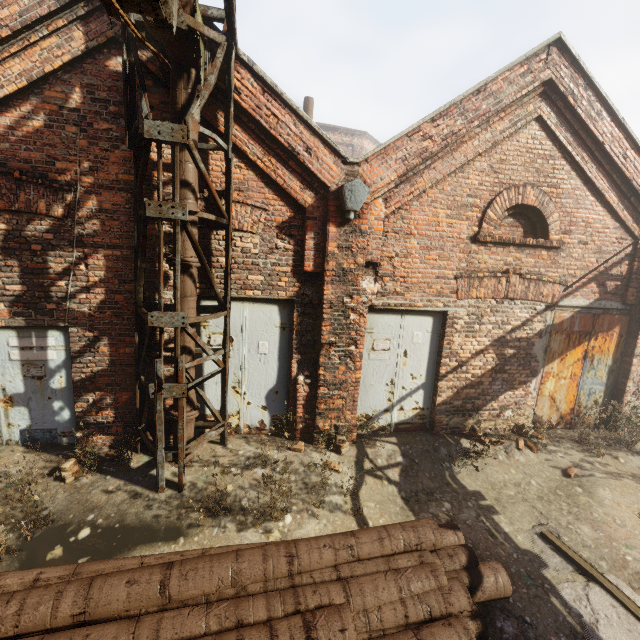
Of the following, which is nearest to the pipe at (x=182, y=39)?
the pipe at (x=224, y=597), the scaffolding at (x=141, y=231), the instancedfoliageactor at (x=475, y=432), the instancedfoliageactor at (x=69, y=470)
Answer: the scaffolding at (x=141, y=231)

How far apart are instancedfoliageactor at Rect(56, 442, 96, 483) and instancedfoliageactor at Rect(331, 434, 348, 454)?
3.7m

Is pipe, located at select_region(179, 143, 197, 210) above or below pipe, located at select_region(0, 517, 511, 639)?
above

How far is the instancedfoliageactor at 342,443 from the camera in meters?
5.6 m

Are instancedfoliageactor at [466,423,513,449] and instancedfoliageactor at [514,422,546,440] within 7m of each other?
yes

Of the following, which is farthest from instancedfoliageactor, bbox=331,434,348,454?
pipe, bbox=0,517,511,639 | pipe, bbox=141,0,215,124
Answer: pipe, bbox=141,0,215,124

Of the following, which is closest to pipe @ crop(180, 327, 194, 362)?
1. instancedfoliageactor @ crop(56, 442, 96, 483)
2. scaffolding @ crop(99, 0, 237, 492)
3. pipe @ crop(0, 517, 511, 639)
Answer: scaffolding @ crop(99, 0, 237, 492)

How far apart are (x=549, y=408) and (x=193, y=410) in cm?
732
